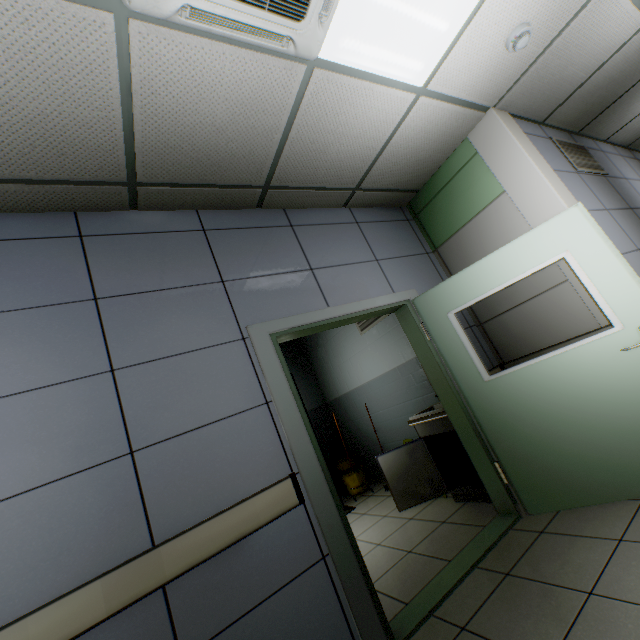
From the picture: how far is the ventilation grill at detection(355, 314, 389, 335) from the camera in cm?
468

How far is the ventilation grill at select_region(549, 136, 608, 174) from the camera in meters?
3.4

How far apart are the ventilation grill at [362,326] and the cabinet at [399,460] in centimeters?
166cm

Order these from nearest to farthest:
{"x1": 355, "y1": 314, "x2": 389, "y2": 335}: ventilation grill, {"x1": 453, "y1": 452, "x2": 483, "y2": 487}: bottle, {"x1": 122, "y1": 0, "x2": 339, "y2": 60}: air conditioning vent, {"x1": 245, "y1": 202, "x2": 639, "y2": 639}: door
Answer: {"x1": 122, "y1": 0, "x2": 339, "y2": 60}: air conditioning vent → {"x1": 245, "y1": 202, "x2": 639, "y2": 639}: door → {"x1": 453, "y1": 452, "x2": 483, "y2": 487}: bottle → {"x1": 355, "y1": 314, "x2": 389, "y2": 335}: ventilation grill

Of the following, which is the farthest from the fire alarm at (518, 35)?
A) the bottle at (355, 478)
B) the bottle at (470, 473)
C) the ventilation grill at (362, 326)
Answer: the bottle at (355, 478)

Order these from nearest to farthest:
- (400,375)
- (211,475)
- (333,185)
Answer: (211,475), (333,185), (400,375)

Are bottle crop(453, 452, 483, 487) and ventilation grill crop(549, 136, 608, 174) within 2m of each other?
no

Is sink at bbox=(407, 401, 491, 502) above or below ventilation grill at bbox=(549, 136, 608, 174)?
below
